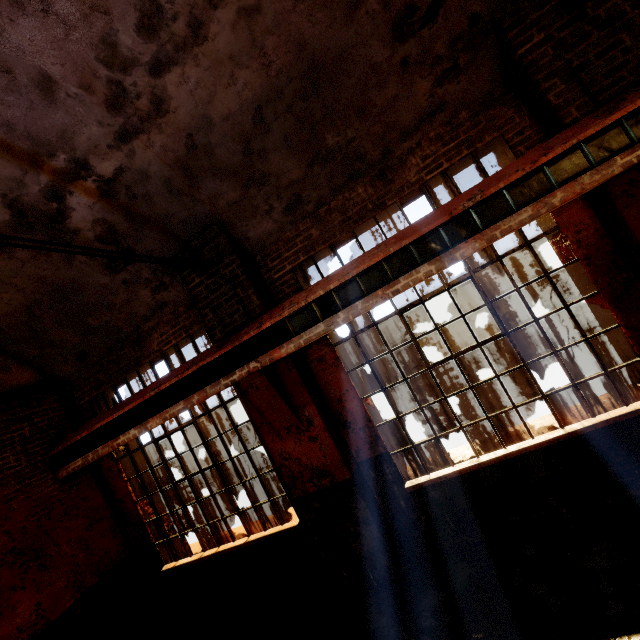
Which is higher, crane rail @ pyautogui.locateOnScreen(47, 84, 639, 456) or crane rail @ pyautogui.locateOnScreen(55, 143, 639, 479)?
crane rail @ pyautogui.locateOnScreen(47, 84, 639, 456)

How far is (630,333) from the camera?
3.6m

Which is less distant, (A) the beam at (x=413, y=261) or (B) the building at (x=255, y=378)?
(A) the beam at (x=413, y=261)

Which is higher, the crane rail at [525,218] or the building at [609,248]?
the crane rail at [525,218]

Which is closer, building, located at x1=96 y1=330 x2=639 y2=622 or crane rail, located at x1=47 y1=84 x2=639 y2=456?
crane rail, located at x1=47 y1=84 x2=639 y2=456

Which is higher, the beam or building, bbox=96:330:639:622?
the beam

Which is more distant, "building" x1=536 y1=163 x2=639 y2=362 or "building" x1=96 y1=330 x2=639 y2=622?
"building" x1=96 y1=330 x2=639 y2=622

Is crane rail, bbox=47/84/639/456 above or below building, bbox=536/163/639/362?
above
